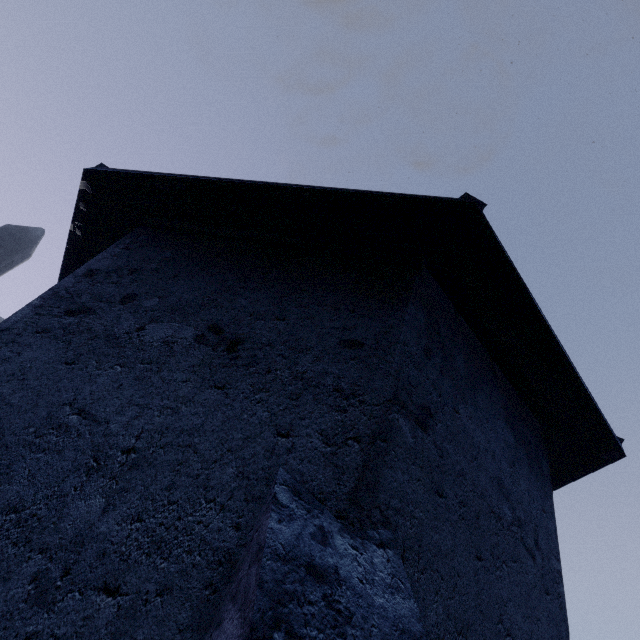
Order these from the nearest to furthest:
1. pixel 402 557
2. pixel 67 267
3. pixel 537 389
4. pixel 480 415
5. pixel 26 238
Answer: pixel 402 557
pixel 480 415
pixel 537 389
pixel 67 267
pixel 26 238

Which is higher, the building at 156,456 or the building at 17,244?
the building at 17,244

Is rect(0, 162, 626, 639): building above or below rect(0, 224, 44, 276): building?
below

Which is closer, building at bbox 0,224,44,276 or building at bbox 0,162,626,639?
building at bbox 0,162,626,639

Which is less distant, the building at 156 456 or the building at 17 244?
the building at 156 456
